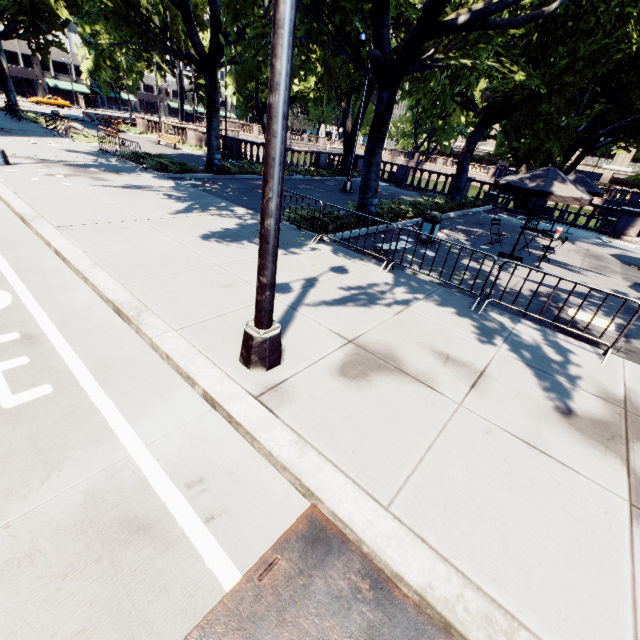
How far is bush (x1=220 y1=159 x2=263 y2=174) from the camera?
18.0 meters

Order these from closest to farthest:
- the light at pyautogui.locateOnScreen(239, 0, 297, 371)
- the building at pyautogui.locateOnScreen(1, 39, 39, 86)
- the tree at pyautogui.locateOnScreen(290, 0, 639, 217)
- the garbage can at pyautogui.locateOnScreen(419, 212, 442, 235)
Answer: the light at pyautogui.locateOnScreen(239, 0, 297, 371) → the tree at pyautogui.locateOnScreen(290, 0, 639, 217) → the garbage can at pyautogui.locateOnScreen(419, 212, 442, 235) → the building at pyautogui.locateOnScreen(1, 39, 39, 86)

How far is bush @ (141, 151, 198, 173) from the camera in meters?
15.4 m

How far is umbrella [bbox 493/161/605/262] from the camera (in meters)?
9.38

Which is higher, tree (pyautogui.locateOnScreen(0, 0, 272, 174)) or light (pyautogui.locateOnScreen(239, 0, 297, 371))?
tree (pyautogui.locateOnScreen(0, 0, 272, 174))

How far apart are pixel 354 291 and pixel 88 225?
6.6 meters

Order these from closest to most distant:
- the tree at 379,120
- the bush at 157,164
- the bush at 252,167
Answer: the tree at 379,120
the bush at 157,164
the bush at 252,167

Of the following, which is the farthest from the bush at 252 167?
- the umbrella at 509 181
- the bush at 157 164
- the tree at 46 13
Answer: the umbrella at 509 181
